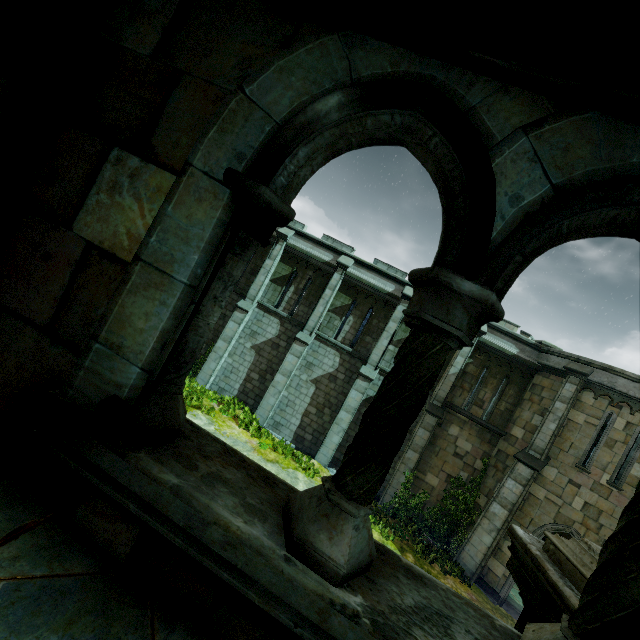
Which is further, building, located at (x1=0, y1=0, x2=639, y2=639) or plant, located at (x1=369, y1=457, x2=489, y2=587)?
plant, located at (x1=369, y1=457, x2=489, y2=587)

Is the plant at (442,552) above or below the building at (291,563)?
below

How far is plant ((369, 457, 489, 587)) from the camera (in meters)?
12.82

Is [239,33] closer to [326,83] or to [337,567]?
[326,83]

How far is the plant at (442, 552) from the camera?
12.82m

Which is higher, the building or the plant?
the building
